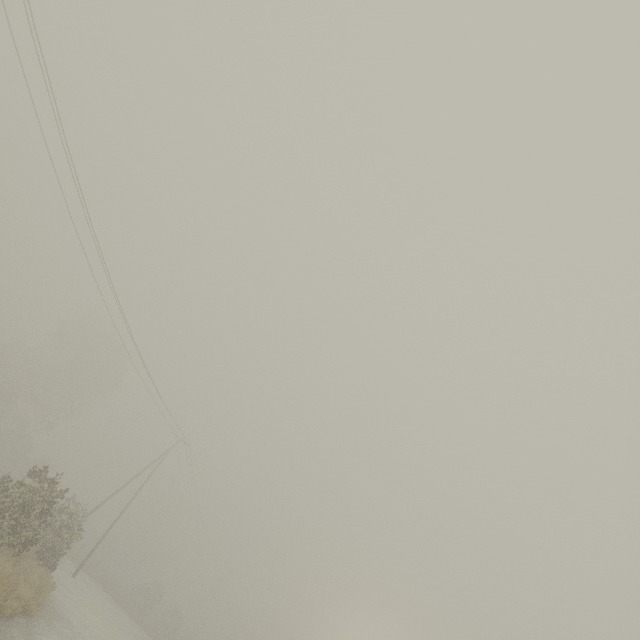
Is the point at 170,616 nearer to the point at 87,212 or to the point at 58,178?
the point at 87,212
